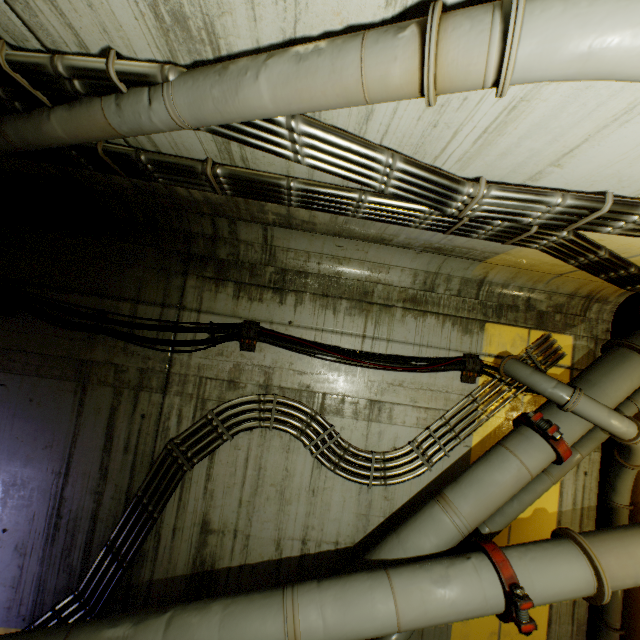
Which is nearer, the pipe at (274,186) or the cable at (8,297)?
the pipe at (274,186)

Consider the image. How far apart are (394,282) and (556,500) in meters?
3.7

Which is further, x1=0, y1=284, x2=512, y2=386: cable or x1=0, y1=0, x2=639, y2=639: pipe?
x1=0, y1=284, x2=512, y2=386: cable
